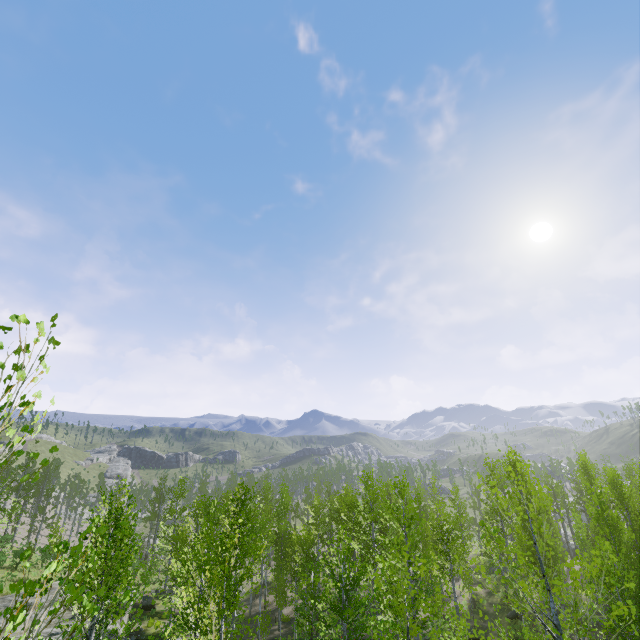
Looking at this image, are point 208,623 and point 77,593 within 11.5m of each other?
yes
